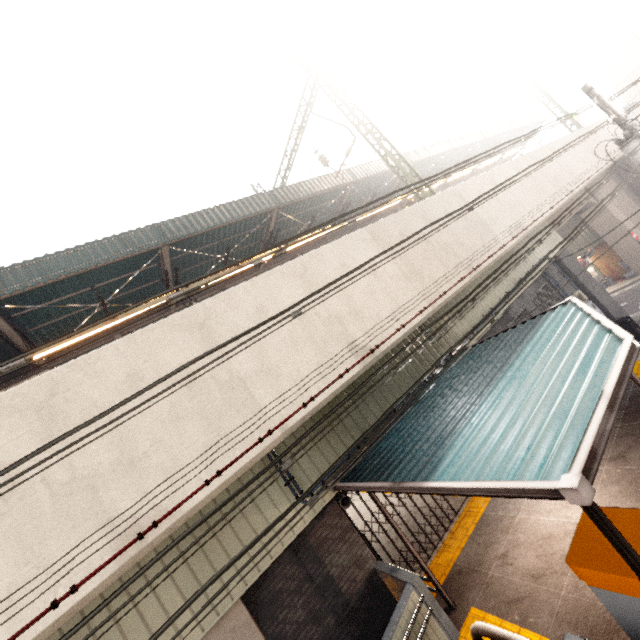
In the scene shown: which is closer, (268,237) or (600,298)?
(268,237)

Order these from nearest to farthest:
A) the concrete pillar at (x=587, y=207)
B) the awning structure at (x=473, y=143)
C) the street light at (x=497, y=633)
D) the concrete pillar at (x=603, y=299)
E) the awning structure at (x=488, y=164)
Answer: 1. the street light at (x=497, y=633)
2. the concrete pillar at (x=603, y=299)
3. the concrete pillar at (x=587, y=207)
4. the awning structure at (x=473, y=143)
5. the awning structure at (x=488, y=164)

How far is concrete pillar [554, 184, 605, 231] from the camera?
18.8m

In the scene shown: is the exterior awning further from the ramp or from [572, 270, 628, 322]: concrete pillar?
[572, 270, 628, 322]: concrete pillar

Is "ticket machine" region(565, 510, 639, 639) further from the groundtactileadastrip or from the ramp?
the groundtactileadastrip

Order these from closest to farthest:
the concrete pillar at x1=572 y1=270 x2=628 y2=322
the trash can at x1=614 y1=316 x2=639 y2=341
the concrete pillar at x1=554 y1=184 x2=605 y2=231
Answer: the trash can at x1=614 y1=316 x2=639 y2=341, the concrete pillar at x1=572 y1=270 x2=628 y2=322, the concrete pillar at x1=554 y1=184 x2=605 y2=231

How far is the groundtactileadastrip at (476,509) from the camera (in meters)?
7.54

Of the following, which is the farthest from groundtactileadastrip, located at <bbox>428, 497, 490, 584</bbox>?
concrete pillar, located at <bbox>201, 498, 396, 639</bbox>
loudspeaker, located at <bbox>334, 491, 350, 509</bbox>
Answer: loudspeaker, located at <bbox>334, 491, 350, 509</bbox>
